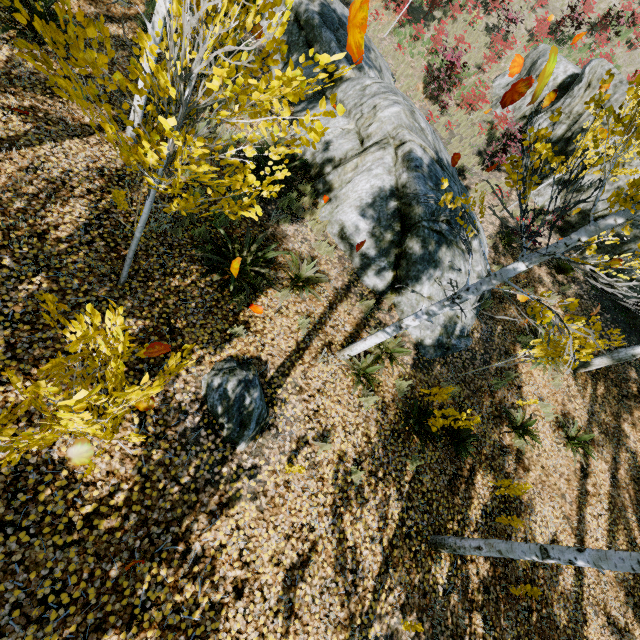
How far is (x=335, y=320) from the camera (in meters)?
6.35

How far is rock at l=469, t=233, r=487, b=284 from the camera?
8.20m

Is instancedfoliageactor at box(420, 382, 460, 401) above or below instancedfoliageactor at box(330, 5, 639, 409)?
above

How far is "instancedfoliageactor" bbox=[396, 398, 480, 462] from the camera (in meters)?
5.43

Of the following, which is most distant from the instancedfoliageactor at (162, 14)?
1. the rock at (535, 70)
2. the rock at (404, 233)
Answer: the rock at (535, 70)

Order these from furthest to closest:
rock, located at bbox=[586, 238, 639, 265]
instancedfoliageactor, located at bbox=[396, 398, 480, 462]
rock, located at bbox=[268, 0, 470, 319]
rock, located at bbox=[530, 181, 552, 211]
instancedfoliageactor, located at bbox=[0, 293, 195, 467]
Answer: rock, located at bbox=[530, 181, 552, 211] < rock, located at bbox=[586, 238, 639, 265] < rock, located at bbox=[268, 0, 470, 319] < instancedfoliageactor, located at bbox=[396, 398, 480, 462] < instancedfoliageactor, located at bbox=[0, 293, 195, 467]
